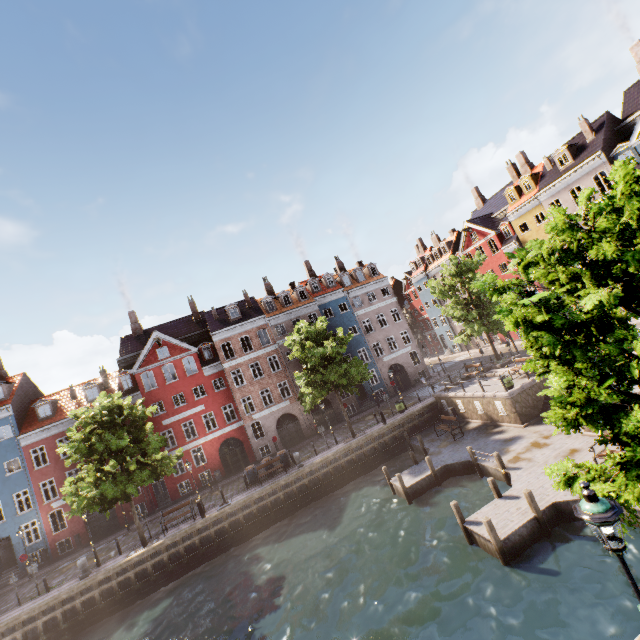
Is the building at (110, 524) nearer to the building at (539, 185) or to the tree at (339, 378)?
the tree at (339, 378)

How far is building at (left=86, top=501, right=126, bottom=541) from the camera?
28.2m

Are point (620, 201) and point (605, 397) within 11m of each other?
yes

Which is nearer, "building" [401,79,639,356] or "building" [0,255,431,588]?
"building" [401,79,639,356]

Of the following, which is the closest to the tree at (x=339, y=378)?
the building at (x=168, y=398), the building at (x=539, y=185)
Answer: the building at (x=539, y=185)

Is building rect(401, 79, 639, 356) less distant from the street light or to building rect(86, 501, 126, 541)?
building rect(86, 501, 126, 541)

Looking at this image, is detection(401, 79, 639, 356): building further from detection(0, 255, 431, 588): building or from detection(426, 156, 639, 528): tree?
detection(0, 255, 431, 588): building

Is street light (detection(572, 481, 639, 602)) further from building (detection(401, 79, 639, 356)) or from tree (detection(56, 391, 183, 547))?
building (detection(401, 79, 639, 356))
